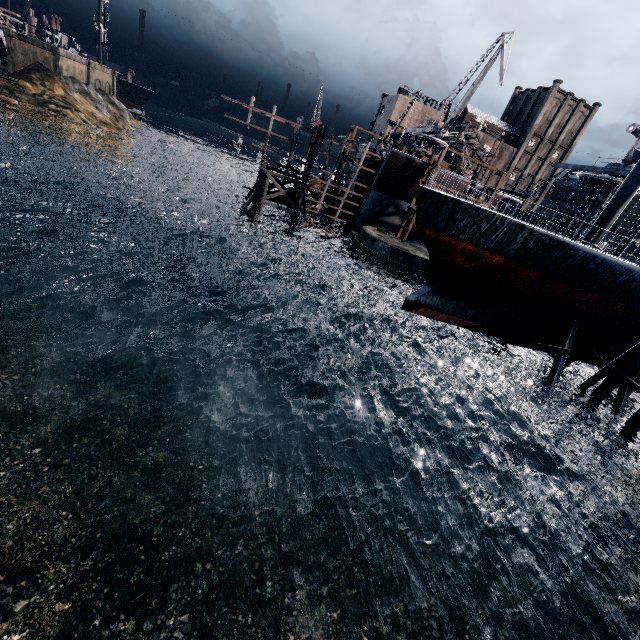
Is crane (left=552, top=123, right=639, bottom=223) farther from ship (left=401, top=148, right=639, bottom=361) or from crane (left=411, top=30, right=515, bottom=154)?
crane (left=411, top=30, right=515, bottom=154)

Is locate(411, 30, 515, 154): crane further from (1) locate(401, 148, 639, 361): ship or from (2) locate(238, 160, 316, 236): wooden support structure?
(1) locate(401, 148, 639, 361): ship

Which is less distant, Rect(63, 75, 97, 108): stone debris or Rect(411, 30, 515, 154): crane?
Rect(411, 30, 515, 154): crane

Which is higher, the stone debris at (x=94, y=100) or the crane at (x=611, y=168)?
the crane at (x=611, y=168)

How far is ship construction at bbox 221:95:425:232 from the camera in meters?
38.3 m

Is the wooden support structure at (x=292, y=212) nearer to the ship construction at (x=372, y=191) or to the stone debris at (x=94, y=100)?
the ship construction at (x=372, y=191)

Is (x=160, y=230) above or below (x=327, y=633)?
below

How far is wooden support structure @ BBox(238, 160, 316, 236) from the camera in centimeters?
3906cm
